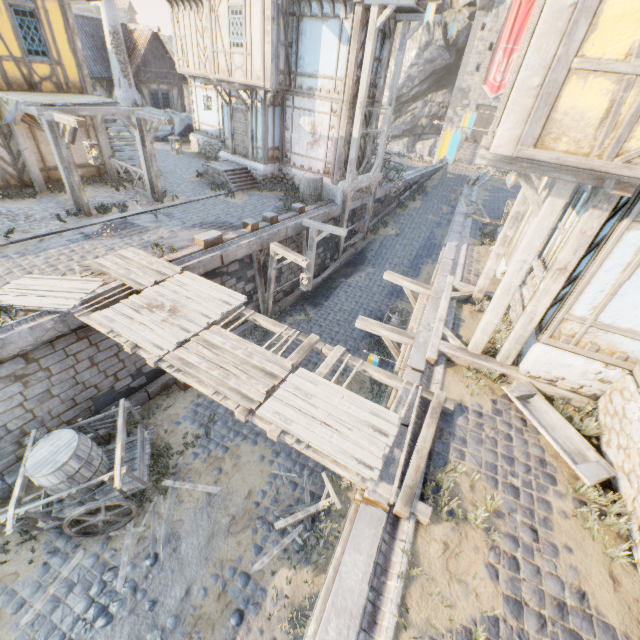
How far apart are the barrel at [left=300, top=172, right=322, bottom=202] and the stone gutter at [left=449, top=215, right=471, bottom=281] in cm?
569

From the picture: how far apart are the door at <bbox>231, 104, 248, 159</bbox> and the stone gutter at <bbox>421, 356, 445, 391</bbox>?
13.6 meters

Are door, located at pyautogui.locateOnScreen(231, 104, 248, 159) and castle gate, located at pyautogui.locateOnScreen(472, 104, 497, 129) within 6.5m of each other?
no

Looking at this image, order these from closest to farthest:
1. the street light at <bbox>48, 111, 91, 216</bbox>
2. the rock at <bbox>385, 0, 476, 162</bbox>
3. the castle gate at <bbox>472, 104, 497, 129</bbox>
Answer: the street light at <bbox>48, 111, 91, 216</bbox> < the rock at <bbox>385, 0, 476, 162</bbox> < the castle gate at <bbox>472, 104, 497, 129</bbox>

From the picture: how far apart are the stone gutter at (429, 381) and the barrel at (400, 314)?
4.9 meters

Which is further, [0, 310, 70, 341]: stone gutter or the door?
the door

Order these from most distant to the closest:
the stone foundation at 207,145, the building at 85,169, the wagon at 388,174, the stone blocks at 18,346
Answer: the wagon at 388,174, the stone foundation at 207,145, the building at 85,169, the stone blocks at 18,346

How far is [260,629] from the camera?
5.7 meters
